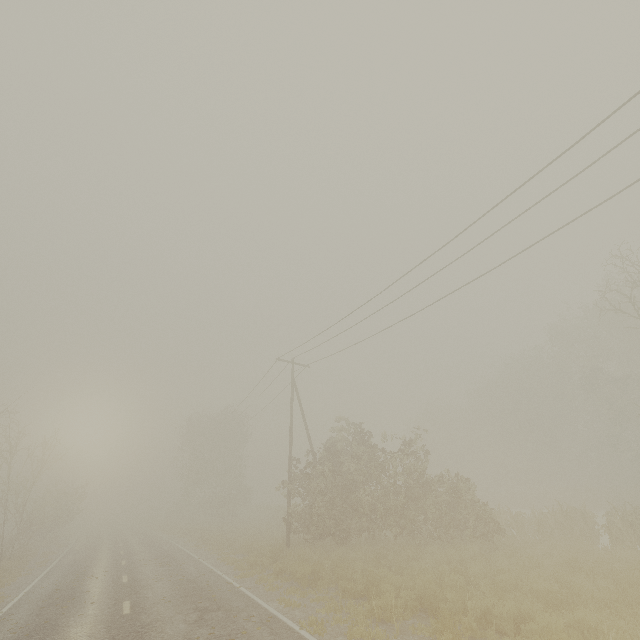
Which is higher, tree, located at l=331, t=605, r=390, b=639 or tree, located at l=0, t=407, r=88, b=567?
tree, located at l=0, t=407, r=88, b=567

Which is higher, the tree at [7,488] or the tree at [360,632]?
the tree at [7,488]

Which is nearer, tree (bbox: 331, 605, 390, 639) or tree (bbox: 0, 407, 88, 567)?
tree (bbox: 331, 605, 390, 639)

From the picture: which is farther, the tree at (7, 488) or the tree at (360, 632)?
the tree at (7, 488)

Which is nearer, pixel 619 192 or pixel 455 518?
pixel 619 192
